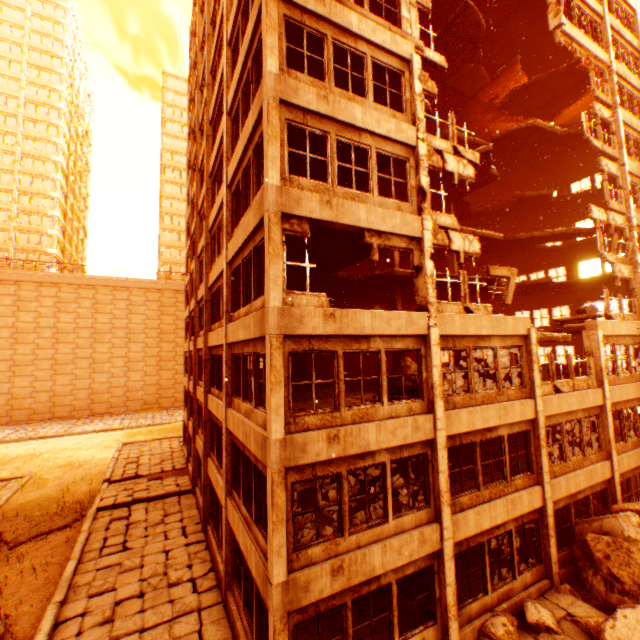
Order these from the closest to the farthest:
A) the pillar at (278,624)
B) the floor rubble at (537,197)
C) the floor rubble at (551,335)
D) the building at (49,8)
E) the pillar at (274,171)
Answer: the pillar at (278,624), the pillar at (274,171), the floor rubble at (551,335), the floor rubble at (537,197), the building at (49,8)

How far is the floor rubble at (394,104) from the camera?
15.5m

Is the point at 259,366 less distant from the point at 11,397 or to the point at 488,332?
the point at 488,332

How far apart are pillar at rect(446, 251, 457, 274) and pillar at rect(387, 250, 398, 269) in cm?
458

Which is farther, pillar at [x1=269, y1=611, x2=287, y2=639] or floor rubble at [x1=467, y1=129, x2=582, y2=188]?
floor rubble at [x1=467, y1=129, x2=582, y2=188]

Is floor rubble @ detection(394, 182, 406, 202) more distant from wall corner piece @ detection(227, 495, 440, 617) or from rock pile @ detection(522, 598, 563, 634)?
wall corner piece @ detection(227, 495, 440, 617)

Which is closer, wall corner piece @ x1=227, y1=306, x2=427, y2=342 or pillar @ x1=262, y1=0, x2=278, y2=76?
wall corner piece @ x1=227, y1=306, x2=427, y2=342

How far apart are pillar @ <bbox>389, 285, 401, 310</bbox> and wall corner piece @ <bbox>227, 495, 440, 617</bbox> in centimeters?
1050cm
